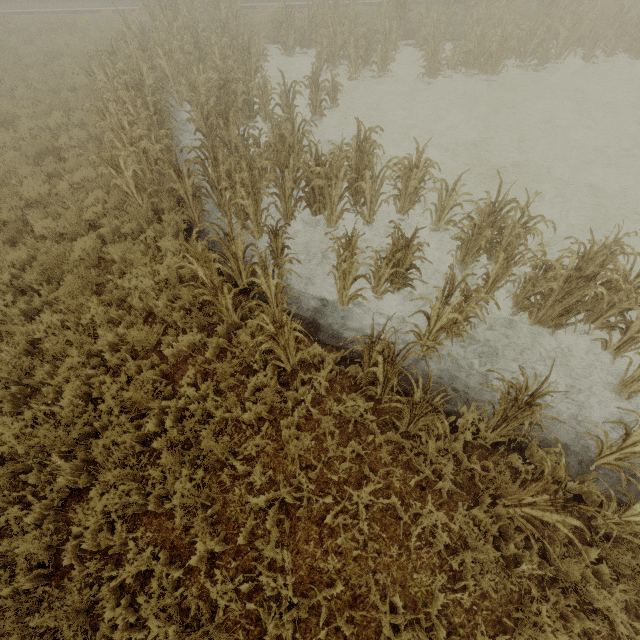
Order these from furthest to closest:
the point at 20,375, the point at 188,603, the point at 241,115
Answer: the point at 241,115, the point at 20,375, the point at 188,603

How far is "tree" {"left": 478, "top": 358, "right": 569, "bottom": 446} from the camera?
3.53m

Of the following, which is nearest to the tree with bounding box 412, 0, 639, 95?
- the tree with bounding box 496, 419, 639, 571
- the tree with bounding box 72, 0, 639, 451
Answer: the tree with bounding box 496, 419, 639, 571

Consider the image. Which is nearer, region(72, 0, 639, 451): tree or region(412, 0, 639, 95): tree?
region(72, 0, 639, 451): tree

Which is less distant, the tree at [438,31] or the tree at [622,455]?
the tree at [622,455]

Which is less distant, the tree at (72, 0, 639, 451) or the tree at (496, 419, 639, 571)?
the tree at (496, 419, 639, 571)

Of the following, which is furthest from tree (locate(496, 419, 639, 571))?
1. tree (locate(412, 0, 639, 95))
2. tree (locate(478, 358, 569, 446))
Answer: tree (locate(412, 0, 639, 95))

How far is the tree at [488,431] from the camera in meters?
3.5 m
